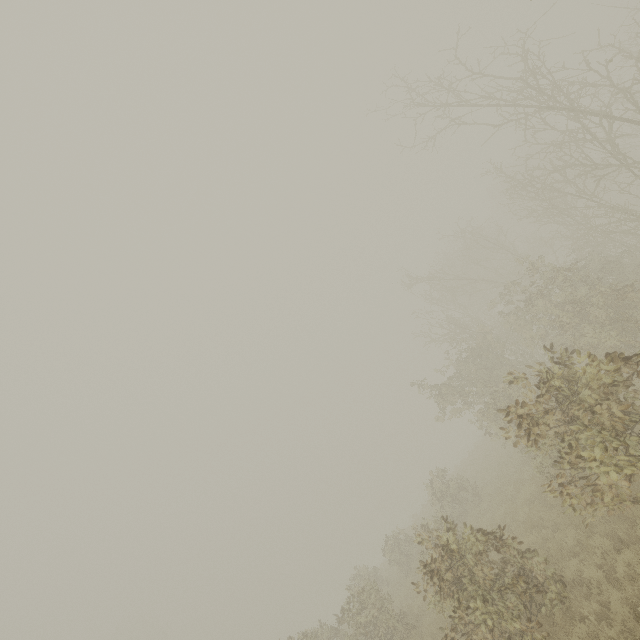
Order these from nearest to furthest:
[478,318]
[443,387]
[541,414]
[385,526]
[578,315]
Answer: [541,414]
[578,315]
[443,387]
[478,318]
[385,526]

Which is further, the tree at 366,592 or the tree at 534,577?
the tree at 366,592

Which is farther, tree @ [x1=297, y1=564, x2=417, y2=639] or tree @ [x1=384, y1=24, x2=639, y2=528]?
tree @ [x1=297, y1=564, x2=417, y2=639]
